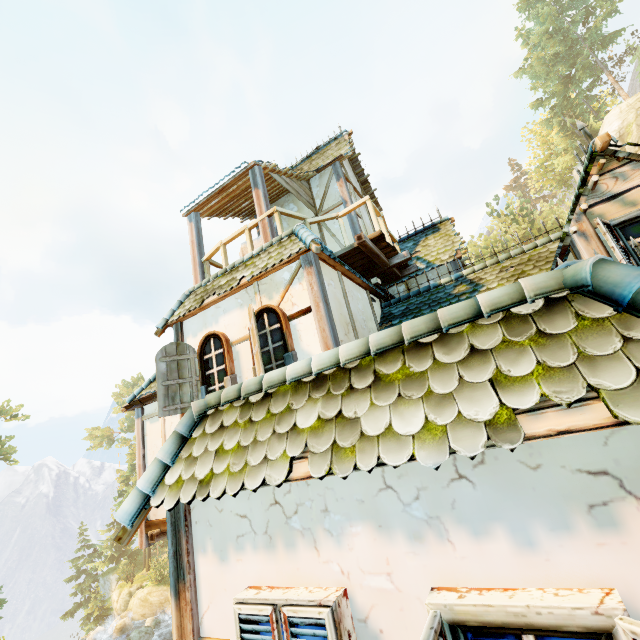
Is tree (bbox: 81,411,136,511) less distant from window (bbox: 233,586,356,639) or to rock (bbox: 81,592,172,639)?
rock (bbox: 81,592,172,639)

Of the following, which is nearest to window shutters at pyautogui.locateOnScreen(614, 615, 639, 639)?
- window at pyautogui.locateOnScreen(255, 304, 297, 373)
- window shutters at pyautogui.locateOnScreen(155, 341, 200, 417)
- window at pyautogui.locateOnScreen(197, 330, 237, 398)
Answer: window at pyautogui.locateOnScreen(255, 304, 297, 373)

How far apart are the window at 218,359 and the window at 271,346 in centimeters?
43cm

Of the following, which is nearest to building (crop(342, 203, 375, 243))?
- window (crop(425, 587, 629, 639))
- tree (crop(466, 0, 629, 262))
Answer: window (crop(425, 587, 629, 639))

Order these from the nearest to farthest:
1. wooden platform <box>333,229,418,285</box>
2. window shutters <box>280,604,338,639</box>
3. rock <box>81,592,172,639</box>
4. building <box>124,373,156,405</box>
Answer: window shutters <box>280,604,338,639</box>, wooden platform <box>333,229,418,285</box>, building <box>124,373,156,405</box>, rock <box>81,592,172,639</box>

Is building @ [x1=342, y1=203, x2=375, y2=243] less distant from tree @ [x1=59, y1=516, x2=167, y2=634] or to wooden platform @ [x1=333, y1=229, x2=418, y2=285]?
wooden platform @ [x1=333, y1=229, x2=418, y2=285]

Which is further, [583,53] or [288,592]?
[583,53]

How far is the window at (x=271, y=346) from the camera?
5.34m
